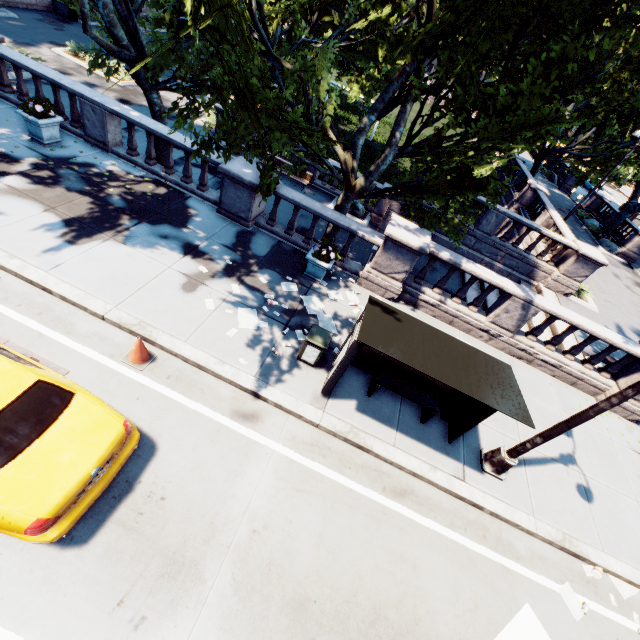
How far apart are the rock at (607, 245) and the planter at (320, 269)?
28.6m

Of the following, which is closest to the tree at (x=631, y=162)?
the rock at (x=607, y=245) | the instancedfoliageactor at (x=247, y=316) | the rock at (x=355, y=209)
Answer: the rock at (x=607, y=245)

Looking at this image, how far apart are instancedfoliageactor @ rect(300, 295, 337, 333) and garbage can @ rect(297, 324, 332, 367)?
0.73m

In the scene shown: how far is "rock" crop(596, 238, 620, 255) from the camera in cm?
2638

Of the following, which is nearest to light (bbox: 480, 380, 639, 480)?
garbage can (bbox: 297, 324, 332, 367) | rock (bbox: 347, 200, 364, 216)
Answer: garbage can (bbox: 297, 324, 332, 367)

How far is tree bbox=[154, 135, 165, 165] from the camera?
12.19m

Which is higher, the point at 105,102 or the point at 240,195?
the point at 105,102

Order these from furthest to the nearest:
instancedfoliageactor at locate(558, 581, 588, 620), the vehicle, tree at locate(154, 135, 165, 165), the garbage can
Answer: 1. tree at locate(154, 135, 165, 165)
2. the garbage can
3. instancedfoliageactor at locate(558, 581, 588, 620)
4. the vehicle
